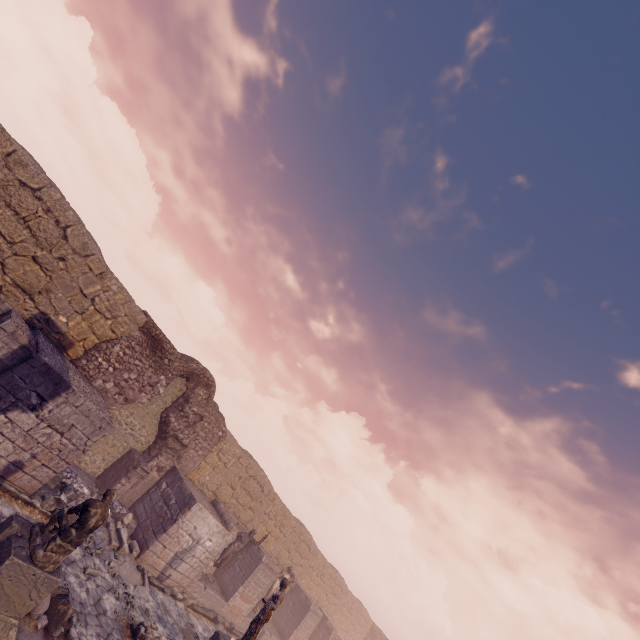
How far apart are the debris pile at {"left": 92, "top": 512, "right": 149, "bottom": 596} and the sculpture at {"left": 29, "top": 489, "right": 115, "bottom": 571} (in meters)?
4.90

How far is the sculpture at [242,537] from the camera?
14.5 meters

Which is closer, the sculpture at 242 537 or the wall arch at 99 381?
the wall arch at 99 381

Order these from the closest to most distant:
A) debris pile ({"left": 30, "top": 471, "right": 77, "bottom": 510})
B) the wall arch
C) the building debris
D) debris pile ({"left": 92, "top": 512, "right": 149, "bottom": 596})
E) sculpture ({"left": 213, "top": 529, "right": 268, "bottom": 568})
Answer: the building debris, debris pile ({"left": 30, "top": 471, "right": 77, "bottom": 510}), debris pile ({"left": 92, "top": 512, "right": 149, "bottom": 596}), the wall arch, sculpture ({"left": 213, "top": 529, "right": 268, "bottom": 568})

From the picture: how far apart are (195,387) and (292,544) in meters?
13.8

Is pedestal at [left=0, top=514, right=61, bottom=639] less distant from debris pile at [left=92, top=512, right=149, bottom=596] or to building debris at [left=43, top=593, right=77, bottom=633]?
building debris at [left=43, top=593, right=77, bottom=633]

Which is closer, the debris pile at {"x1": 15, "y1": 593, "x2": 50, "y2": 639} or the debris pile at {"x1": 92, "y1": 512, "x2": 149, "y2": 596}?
the debris pile at {"x1": 15, "y1": 593, "x2": 50, "y2": 639}

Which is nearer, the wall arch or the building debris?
the building debris
